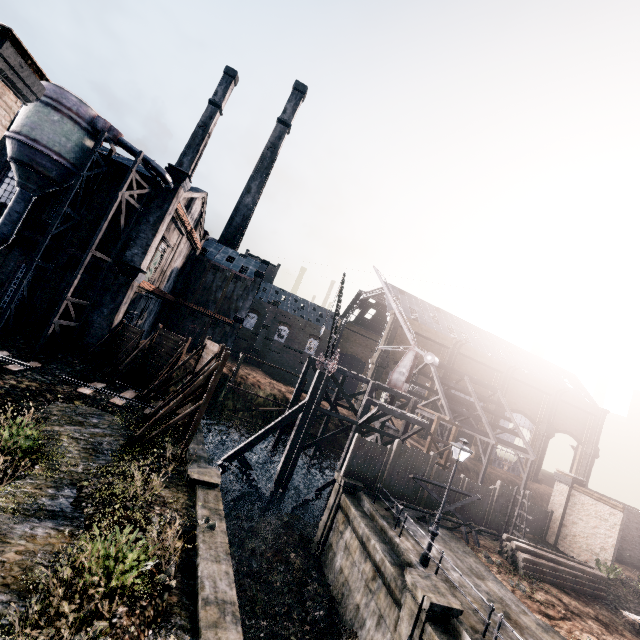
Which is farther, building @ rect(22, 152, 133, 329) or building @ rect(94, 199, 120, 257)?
building @ rect(94, 199, 120, 257)

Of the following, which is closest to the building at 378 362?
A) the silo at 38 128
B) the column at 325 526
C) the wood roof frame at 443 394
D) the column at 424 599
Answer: the wood roof frame at 443 394

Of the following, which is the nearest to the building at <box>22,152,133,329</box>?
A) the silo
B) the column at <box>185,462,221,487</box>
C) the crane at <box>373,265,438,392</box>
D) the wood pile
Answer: the silo

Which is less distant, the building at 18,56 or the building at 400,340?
the building at 18,56

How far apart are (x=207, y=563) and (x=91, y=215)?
25.7m

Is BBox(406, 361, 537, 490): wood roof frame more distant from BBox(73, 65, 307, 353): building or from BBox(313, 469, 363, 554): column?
BBox(73, 65, 307, 353): building

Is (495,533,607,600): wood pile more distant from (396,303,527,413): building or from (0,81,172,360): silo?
(396,303,527,413): building

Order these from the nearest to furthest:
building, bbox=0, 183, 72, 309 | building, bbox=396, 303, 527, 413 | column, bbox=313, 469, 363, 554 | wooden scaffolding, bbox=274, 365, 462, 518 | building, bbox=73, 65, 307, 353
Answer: column, bbox=313, 469, 363, 554 → building, bbox=0, 183, 72, 309 → building, bbox=73, 65, 307, 353 → wooden scaffolding, bbox=274, 365, 462, 518 → building, bbox=396, 303, 527, 413
